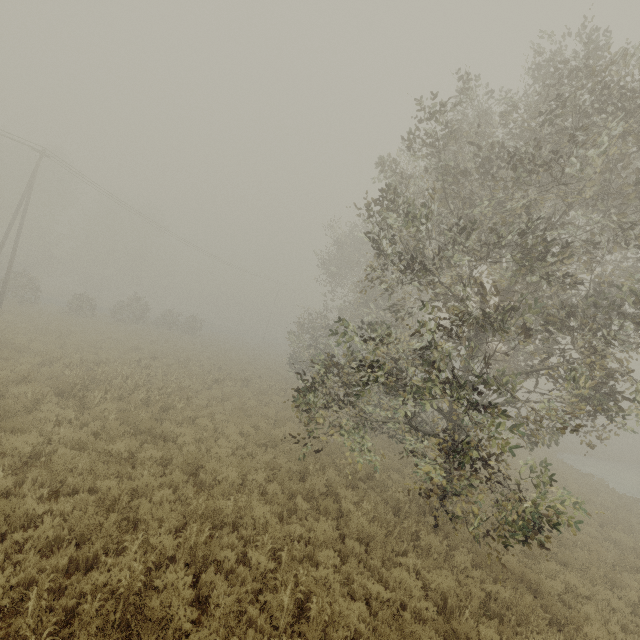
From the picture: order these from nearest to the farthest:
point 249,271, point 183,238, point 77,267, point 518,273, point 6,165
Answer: point 518,273 < point 183,238 < point 6,165 < point 77,267 < point 249,271

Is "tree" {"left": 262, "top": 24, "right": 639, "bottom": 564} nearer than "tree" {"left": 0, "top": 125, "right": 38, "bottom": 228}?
Yes

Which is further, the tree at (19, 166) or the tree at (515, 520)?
the tree at (19, 166)
